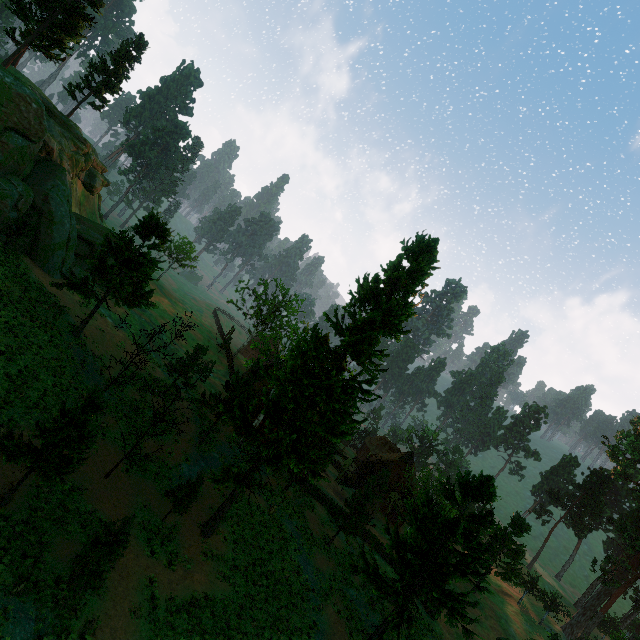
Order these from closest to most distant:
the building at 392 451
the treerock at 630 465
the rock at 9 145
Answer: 1. the rock at 9 145
2. the treerock at 630 465
3. the building at 392 451

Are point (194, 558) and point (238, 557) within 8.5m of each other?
yes

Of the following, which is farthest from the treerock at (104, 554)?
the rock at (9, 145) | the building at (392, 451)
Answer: the rock at (9, 145)

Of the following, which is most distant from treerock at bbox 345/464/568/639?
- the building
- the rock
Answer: the rock

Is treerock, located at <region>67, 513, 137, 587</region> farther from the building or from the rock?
the rock

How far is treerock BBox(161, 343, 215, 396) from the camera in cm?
2983

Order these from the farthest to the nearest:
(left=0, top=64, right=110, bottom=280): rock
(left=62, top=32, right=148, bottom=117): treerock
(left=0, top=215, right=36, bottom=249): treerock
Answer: (left=62, top=32, right=148, bottom=117): treerock < (left=0, top=64, right=110, bottom=280): rock < (left=0, top=215, right=36, bottom=249): treerock
